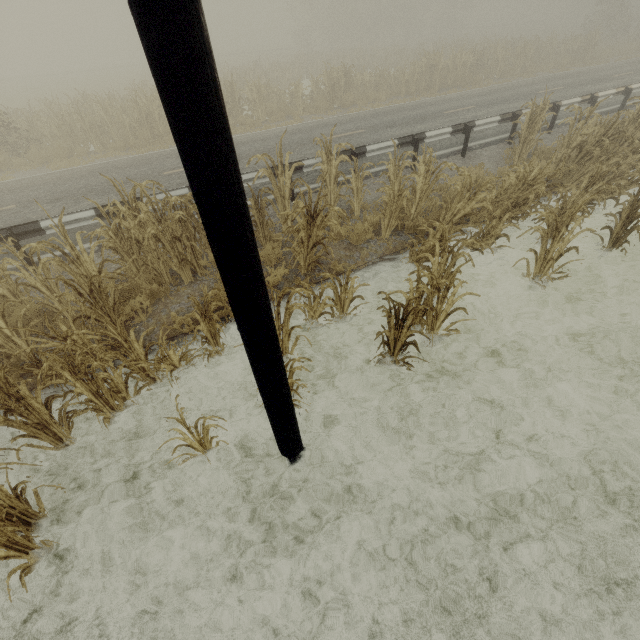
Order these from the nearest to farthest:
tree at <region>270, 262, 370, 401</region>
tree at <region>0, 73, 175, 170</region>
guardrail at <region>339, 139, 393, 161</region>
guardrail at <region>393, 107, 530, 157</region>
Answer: tree at <region>270, 262, 370, 401</region> → guardrail at <region>339, 139, 393, 161</region> → guardrail at <region>393, 107, 530, 157</region> → tree at <region>0, 73, 175, 170</region>

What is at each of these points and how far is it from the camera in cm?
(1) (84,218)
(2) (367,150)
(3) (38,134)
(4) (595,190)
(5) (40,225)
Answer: (1) guardrail, 681
(2) guardrail, 886
(3) tree, 1426
(4) tree, 795
(5) guardrail, 656

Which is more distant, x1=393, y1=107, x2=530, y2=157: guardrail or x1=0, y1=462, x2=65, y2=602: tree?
x1=393, y1=107, x2=530, y2=157: guardrail

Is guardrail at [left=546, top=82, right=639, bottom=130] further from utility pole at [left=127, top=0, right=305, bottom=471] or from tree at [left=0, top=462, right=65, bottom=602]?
utility pole at [left=127, top=0, right=305, bottom=471]

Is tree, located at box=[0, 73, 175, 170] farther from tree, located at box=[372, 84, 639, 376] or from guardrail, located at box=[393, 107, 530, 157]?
guardrail, located at box=[393, 107, 530, 157]

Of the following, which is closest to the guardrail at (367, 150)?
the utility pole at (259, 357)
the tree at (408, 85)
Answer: the tree at (408, 85)
